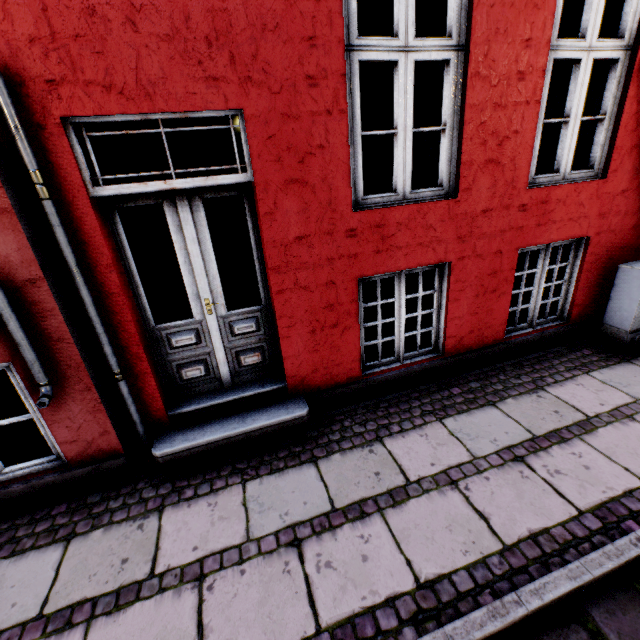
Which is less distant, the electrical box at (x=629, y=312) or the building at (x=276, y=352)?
the building at (x=276, y=352)

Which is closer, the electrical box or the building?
the building

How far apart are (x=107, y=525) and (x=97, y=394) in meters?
1.0 m
